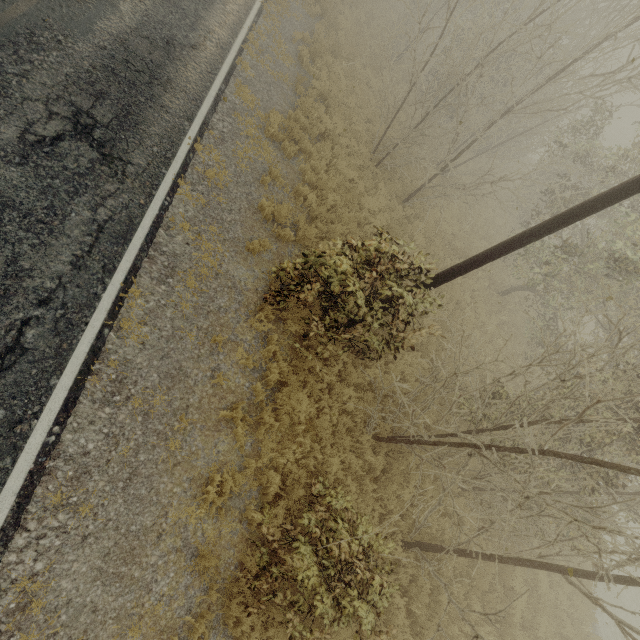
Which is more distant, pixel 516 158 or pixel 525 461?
pixel 516 158
